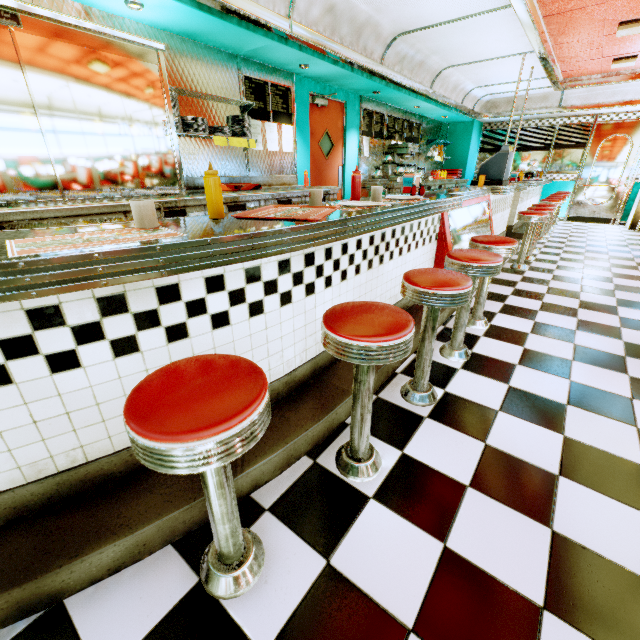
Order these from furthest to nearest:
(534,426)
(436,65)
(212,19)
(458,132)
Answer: (458,132)
(436,65)
(212,19)
(534,426)

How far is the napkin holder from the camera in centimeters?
289cm

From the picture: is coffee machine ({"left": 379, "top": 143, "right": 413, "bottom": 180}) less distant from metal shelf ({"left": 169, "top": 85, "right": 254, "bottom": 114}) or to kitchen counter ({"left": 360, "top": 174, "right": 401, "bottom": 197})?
kitchen counter ({"left": 360, "top": 174, "right": 401, "bottom": 197})

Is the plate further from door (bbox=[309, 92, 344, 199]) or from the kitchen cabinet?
door (bbox=[309, 92, 344, 199])

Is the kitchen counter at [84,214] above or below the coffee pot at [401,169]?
below

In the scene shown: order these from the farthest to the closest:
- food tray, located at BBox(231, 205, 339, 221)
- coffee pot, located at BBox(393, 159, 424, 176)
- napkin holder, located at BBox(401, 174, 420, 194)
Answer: coffee pot, located at BBox(393, 159, 424, 176) < napkin holder, located at BBox(401, 174, 420, 194) < food tray, located at BBox(231, 205, 339, 221)

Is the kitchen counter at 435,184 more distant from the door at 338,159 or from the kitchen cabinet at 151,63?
the kitchen cabinet at 151,63

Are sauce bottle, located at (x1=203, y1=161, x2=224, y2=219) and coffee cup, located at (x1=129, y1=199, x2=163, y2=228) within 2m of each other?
yes
